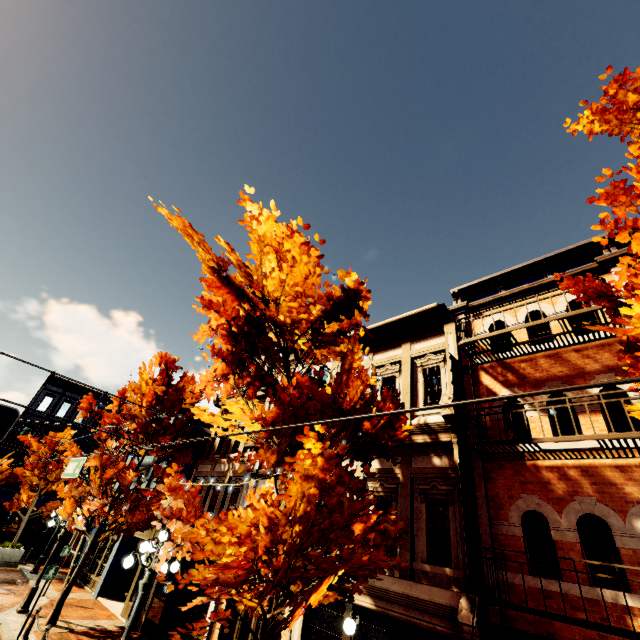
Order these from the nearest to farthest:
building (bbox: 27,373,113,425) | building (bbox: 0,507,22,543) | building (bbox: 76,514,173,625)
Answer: building (bbox: 76,514,173,625)
building (bbox: 0,507,22,543)
building (bbox: 27,373,113,425)

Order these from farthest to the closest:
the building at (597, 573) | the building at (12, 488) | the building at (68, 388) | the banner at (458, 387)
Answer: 1. the building at (68, 388)
2. the building at (12, 488)
3. the banner at (458, 387)
4. the building at (597, 573)

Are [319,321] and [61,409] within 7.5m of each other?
no

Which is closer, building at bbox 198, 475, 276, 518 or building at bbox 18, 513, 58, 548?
building at bbox 198, 475, 276, 518

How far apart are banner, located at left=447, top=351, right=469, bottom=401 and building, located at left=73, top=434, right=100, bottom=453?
36.8 meters

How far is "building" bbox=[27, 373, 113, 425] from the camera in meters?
30.7

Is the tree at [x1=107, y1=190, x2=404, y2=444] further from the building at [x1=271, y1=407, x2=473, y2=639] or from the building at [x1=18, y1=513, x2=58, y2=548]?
the building at [x1=18, y1=513, x2=58, y2=548]

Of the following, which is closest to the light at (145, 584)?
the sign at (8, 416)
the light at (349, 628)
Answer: the light at (349, 628)
